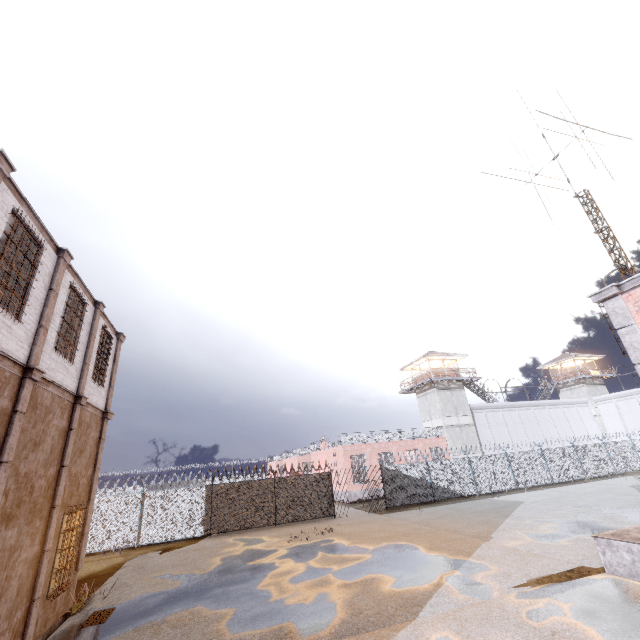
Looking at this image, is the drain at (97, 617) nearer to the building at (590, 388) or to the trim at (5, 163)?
the trim at (5, 163)

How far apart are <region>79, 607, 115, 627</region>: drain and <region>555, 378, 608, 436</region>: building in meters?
53.5

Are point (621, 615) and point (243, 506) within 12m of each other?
no

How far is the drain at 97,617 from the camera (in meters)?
8.73

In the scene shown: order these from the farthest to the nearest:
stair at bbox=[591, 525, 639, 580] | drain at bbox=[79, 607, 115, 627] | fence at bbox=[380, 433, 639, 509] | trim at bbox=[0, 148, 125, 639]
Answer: fence at bbox=[380, 433, 639, 509] → drain at bbox=[79, 607, 115, 627] → stair at bbox=[591, 525, 639, 580] → trim at bbox=[0, 148, 125, 639]

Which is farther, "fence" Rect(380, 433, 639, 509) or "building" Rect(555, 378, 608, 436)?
"building" Rect(555, 378, 608, 436)

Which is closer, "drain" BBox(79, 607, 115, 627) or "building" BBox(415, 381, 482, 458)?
"drain" BBox(79, 607, 115, 627)

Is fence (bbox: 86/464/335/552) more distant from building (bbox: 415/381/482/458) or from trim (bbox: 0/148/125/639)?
building (bbox: 415/381/482/458)
